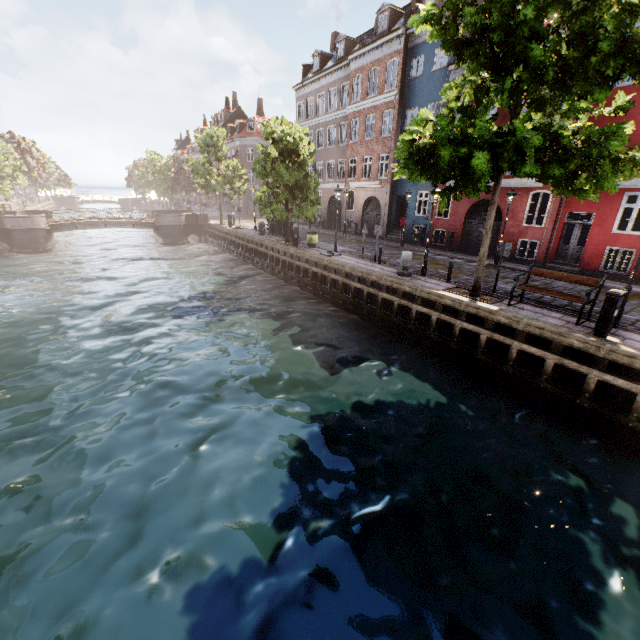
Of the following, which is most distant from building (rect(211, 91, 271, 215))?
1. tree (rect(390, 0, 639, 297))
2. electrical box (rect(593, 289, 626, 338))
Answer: electrical box (rect(593, 289, 626, 338))

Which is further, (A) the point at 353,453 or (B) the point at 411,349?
(B) the point at 411,349

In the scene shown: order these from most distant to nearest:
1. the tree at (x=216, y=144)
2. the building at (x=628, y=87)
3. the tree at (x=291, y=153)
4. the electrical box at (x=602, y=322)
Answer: the tree at (x=216, y=144)
the tree at (x=291, y=153)
the building at (x=628, y=87)
the electrical box at (x=602, y=322)

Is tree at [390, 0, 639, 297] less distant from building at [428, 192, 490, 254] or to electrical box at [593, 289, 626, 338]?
electrical box at [593, 289, 626, 338]

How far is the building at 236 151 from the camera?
47.34m

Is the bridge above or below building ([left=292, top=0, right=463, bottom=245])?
below

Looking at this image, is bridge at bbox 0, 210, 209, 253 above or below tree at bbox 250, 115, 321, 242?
below
